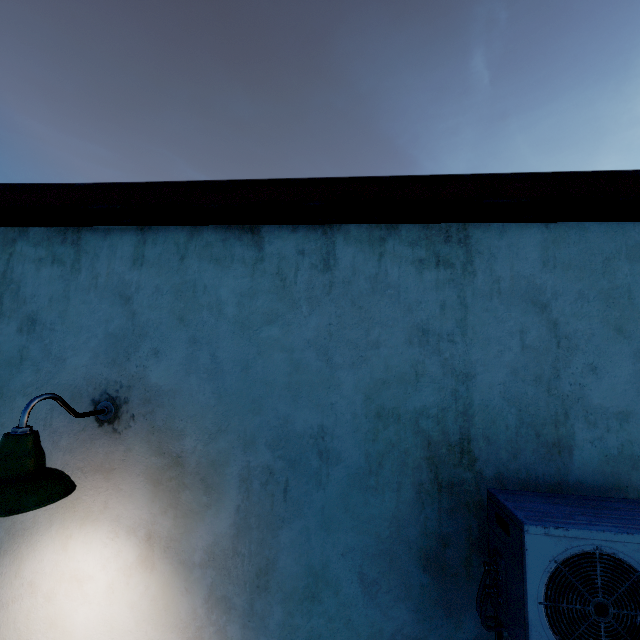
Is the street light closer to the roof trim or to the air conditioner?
the roof trim

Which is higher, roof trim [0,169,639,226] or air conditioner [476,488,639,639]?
roof trim [0,169,639,226]

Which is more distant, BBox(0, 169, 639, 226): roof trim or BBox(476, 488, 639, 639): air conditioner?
BBox(0, 169, 639, 226): roof trim

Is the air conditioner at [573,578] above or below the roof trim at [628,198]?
below

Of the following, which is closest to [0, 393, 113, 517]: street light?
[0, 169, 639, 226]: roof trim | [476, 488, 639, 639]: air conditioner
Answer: [0, 169, 639, 226]: roof trim

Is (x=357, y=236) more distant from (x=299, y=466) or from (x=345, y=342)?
(x=299, y=466)

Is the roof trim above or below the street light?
above

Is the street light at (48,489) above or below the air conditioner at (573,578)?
above
